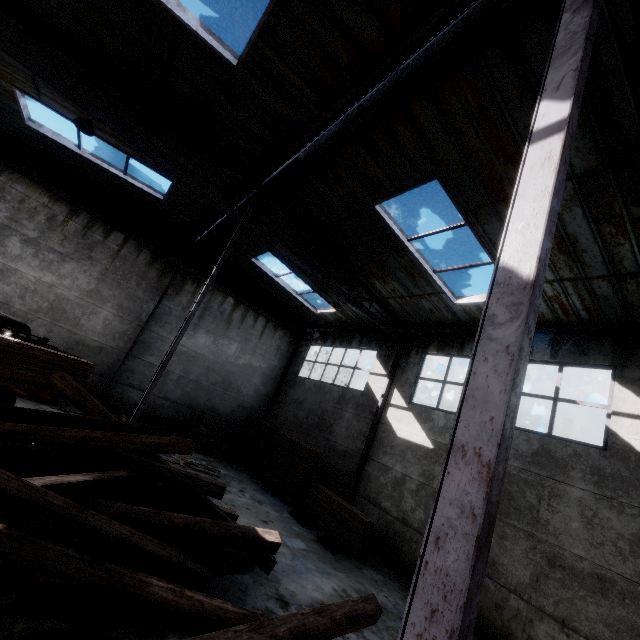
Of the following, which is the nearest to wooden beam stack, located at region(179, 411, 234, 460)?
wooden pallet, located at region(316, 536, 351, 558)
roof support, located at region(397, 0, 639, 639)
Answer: wooden pallet, located at region(316, 536, 351, 558)

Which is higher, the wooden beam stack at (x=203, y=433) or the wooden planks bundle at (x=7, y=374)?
the wooden planks bundle at (x=7, y=374)

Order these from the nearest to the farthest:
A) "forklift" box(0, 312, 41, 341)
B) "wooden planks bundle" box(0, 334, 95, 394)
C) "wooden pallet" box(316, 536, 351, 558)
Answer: "wooden planks bundle" box(0, 334, 95, 394) → "forklift" box(0, 312, 41, 341) → "wooden pallet" box(316, 536, 351, 558)

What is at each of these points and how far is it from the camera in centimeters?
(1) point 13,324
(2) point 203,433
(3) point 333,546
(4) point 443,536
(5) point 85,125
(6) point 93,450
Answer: (1) forklift, 835cm
(2) wooden beam stack, 1338cm
(3) wooden pallet, 880cm
(4) roof support, 154cm
(5) ceiling lamp, 709cm
(6) wooden beam pile, 514cm

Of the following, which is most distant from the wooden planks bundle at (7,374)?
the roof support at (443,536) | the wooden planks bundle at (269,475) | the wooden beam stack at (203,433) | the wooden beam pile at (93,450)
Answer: the roof support at (443,536)

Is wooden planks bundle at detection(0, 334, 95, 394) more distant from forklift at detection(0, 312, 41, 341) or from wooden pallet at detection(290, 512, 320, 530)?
wooden pallet at detection(290, 512, 320, 530)

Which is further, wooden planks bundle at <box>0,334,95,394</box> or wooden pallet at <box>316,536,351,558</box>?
wooden pallet at <box>316,536,351,558</box>

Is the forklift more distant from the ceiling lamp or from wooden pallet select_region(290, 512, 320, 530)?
wooden pallet select_region(290, 512, 320, 530)
